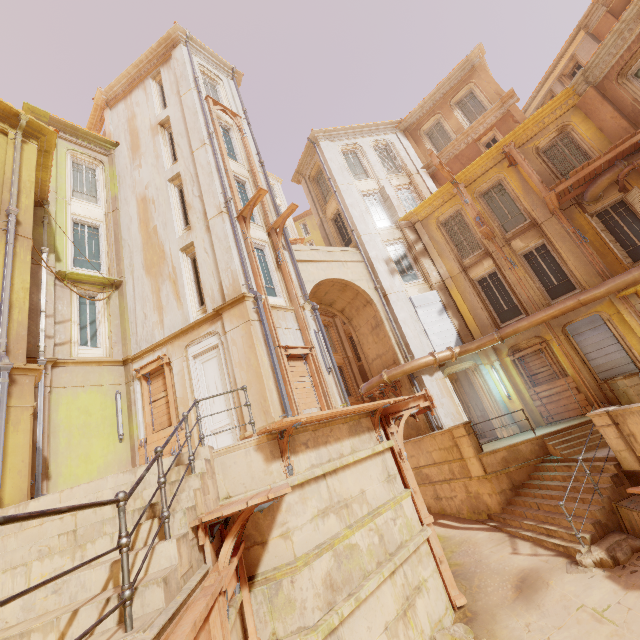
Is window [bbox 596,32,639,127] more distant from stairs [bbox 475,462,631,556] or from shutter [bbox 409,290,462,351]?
stairs [bbox 475,462,631,556]

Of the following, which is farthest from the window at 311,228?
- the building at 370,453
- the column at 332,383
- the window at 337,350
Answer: the building at 370,453

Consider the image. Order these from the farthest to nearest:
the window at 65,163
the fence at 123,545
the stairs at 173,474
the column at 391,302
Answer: the column at 391,302 < the window at 65,163 < the stairs at 173,474 < the fence at 123,545

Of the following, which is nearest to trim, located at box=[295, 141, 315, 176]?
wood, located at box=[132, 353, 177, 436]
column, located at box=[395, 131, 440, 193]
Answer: column, located at box=[395, 131, 440, 193]

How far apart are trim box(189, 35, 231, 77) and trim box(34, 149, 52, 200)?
10.32m

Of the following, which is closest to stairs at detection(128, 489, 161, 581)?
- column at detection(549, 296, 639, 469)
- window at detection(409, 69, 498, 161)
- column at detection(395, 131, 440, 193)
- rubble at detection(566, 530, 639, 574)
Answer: rubble at detection(566, 530, 639, 574)

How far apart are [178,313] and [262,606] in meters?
9.4

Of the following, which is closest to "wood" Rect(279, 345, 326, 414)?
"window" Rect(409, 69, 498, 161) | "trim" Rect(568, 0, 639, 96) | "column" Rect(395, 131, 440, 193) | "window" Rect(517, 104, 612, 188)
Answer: "window" Rect(517, 104, 612, 188)
